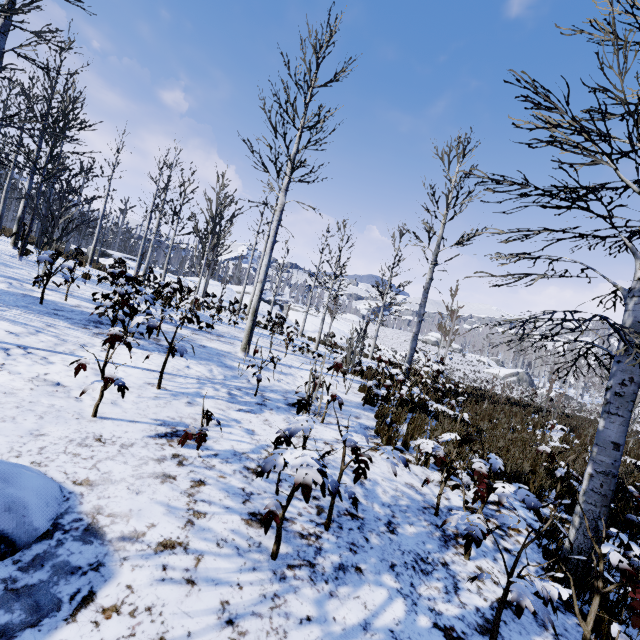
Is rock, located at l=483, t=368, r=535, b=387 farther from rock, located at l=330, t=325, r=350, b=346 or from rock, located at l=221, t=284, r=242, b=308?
rock, located at l=221, t=284, r=242, b=308

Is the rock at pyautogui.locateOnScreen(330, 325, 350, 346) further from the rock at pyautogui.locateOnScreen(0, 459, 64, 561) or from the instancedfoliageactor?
the rock at pyautogui.locateOnScreen(0, 459, 64, 561)

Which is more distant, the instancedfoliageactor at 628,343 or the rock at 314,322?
the rock at 314,322

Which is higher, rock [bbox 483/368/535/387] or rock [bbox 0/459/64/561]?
rock [bbox 483/368/535/387]

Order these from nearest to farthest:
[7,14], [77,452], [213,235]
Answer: [77,452], [7,14], [213,235]

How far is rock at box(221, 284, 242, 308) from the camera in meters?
27.5 m

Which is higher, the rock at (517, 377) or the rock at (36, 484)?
the rock at (517, 377)
